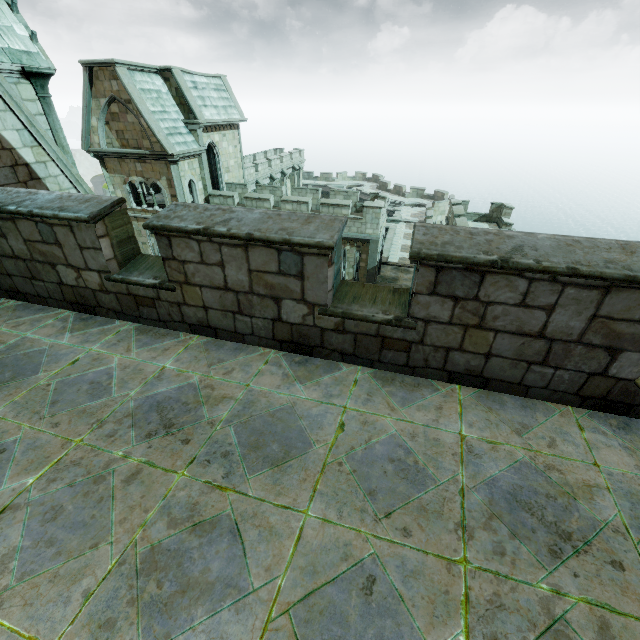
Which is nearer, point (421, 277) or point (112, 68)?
point (421, 277)
